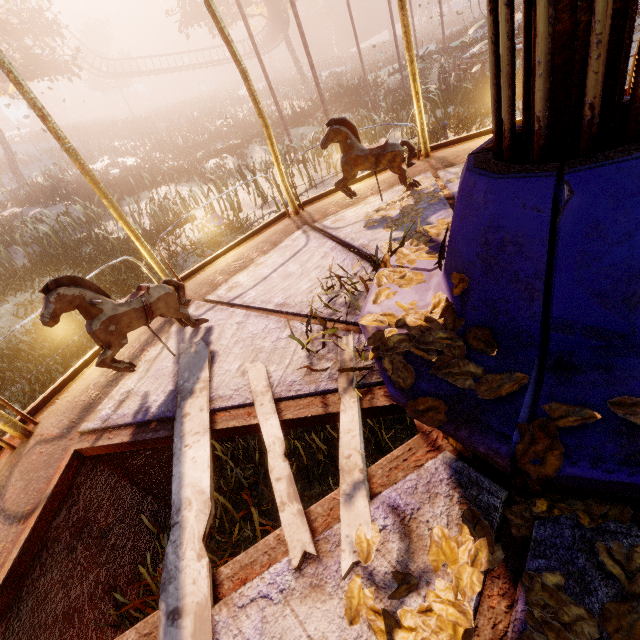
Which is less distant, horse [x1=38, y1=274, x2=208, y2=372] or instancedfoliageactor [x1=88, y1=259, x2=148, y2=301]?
horse [x1=38, y1=274, x2=208, y2=372]

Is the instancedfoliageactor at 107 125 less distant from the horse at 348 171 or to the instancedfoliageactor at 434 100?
the instancedfoliageactor at 434 100

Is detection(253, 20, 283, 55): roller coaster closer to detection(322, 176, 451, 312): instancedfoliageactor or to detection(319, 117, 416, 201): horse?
detection(322, 176, 451, 312): instancedfoliageactor

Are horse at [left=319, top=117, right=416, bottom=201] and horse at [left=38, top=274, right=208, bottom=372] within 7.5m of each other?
yes

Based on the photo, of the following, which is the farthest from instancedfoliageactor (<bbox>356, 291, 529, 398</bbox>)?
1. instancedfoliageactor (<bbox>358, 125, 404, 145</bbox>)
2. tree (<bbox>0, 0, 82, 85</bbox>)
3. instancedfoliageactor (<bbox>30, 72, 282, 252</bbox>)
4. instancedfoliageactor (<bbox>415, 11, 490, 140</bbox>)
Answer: instancedfoliageactor (<bbox>30, 72, 282, 252</bbox>)

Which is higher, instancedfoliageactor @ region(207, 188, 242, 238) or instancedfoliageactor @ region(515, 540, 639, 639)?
instancedfoliageactor @ region(515, 540, 639, 639)

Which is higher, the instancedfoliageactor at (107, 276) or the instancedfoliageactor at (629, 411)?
the instancedfoliageactor at (629, 411)

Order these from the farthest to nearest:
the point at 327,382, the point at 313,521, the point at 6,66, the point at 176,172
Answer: the point at 176,172 → the point at 6,66 → the point at 327,382 → the point at 313,521
